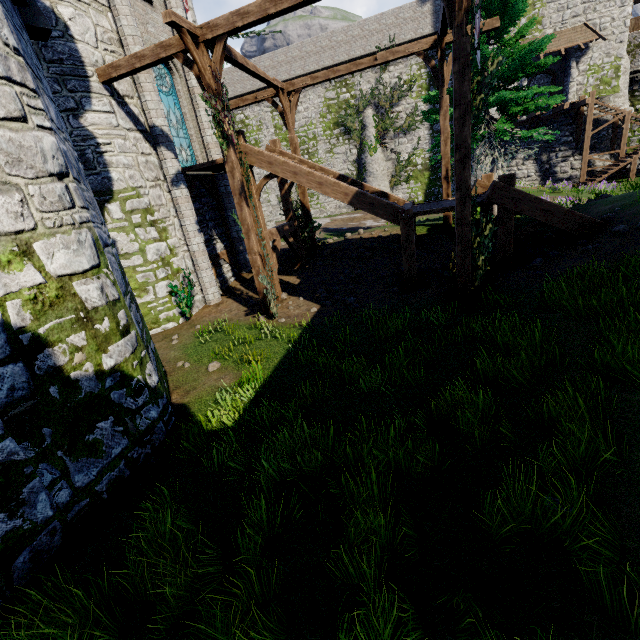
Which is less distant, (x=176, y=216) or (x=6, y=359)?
(x=6, y=359)

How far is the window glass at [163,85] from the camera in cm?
1168

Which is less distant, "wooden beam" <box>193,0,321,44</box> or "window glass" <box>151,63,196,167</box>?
"wooden beam" <box>193,0,321,44</box>

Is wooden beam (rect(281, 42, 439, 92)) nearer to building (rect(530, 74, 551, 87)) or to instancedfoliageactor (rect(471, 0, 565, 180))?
instancedfoliageactor (rect(471, 0, 565, 180))

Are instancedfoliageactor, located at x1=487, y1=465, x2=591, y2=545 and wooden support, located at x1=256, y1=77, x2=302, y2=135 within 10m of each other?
no

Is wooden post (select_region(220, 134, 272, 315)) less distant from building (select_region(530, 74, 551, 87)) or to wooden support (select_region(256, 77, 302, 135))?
wooden support (select_region(256, 77, 302, 135))

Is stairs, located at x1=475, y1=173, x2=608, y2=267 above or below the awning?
below

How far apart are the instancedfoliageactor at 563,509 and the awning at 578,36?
32.3m
